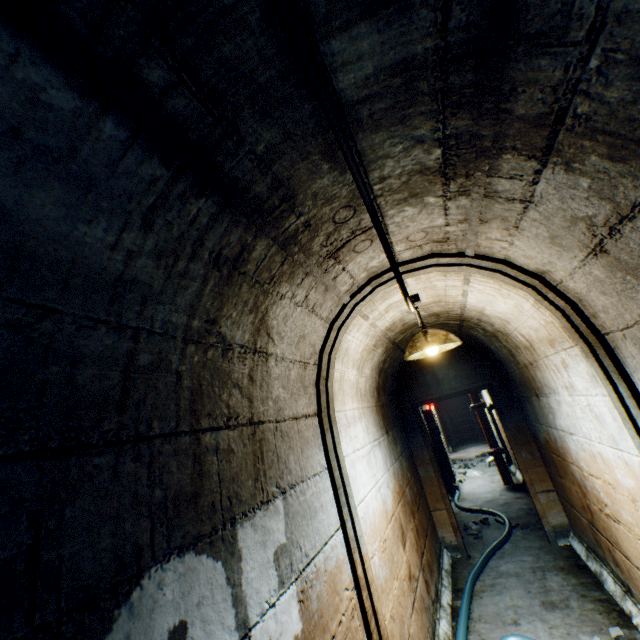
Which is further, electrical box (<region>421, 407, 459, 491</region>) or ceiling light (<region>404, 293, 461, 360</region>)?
electrical box (<region>421, 407, 459, 491</region>)

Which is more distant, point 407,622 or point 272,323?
point 407,622

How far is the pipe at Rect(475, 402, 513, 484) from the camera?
7.29m

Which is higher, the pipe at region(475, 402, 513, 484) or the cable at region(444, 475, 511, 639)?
the pipe at region(475, 402, 513, 484)

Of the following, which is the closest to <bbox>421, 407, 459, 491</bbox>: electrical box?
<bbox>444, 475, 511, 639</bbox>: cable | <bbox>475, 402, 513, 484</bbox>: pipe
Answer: <bbox>444, 475, 511, 639</bbox>: cable

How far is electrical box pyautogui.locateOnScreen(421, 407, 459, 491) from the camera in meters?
7.7

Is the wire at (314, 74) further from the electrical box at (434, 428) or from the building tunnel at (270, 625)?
the electrical box at (434, 428)

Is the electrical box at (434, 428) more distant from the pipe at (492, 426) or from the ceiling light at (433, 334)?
the ceiling light at (433, 334)
